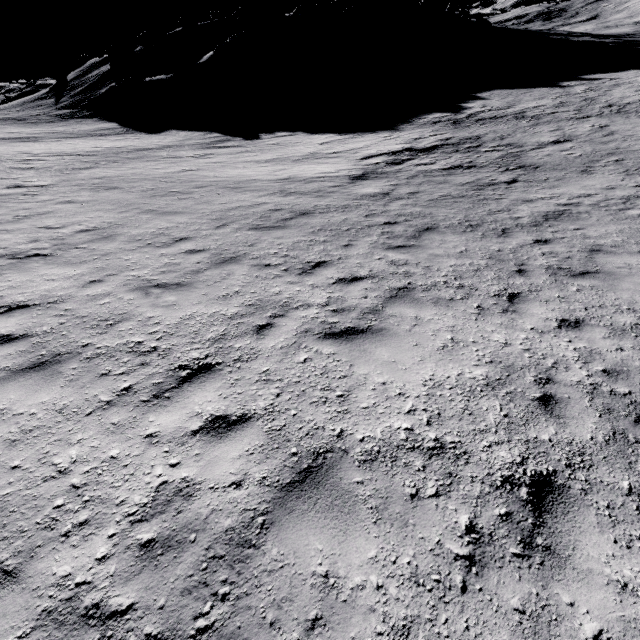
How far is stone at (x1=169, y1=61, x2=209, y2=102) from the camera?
43.9m

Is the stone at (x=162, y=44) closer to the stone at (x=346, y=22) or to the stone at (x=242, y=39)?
the stone at (x=242, y=39)

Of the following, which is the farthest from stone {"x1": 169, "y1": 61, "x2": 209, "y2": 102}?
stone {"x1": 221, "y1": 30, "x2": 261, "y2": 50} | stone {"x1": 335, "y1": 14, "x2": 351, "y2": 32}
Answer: stone {"x1": 335, "y1": 14, "x2": 351, "y2": 32}

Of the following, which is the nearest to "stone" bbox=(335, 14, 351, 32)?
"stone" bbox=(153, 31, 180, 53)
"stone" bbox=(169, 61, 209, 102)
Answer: "stone" bbox=(153, 31, 180, 53)

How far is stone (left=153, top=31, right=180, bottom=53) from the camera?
55.72m

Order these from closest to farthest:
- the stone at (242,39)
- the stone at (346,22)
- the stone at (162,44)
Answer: the stone at (242,39) → the stone at (162,44) → the stone at (346,22)

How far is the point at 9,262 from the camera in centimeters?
762cm

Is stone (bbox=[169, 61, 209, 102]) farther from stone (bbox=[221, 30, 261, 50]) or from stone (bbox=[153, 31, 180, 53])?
stone (bbox=[153, 31, 180, 53])
